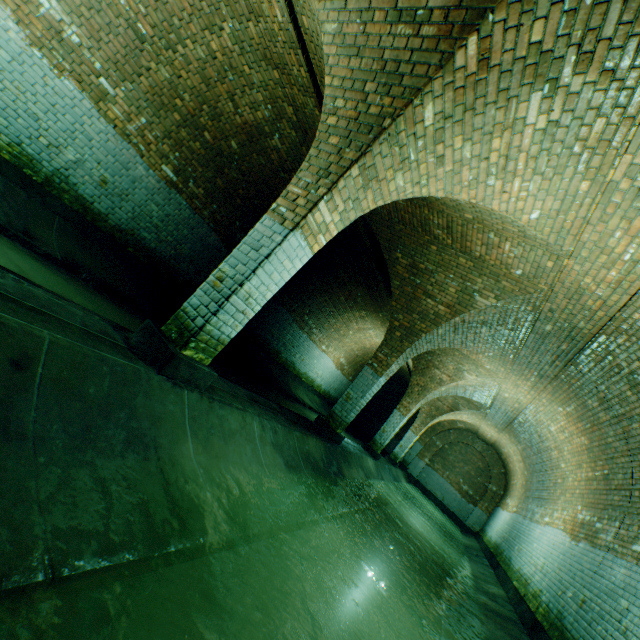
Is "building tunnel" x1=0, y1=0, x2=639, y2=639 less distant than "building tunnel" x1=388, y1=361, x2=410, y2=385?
Yes

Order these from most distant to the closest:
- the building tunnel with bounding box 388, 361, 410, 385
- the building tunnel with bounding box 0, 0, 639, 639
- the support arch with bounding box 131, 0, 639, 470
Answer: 1. the building tunnel with bounding box 388, 361, 410, 385
2. the support arch with bounding box 131, 0, 639, 470
3. the building tunnel with bounding box 0, 0, 639, 639

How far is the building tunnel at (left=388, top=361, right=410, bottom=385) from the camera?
17.2m

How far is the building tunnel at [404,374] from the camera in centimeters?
1716cm

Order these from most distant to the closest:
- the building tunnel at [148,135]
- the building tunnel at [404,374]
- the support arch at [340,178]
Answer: the building tunnel at [404,374]
the support arch at [340,178]
the building tunnel at [148,135]

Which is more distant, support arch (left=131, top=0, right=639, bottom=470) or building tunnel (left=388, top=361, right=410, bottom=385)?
building tunnel (left=388, top=361, right=410, bottom=385)

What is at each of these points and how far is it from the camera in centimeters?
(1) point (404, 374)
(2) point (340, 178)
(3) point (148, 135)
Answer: (1) building tunnel, 1900cm
(2) support arch, 316cm
(3) building tunnel, 614cm
